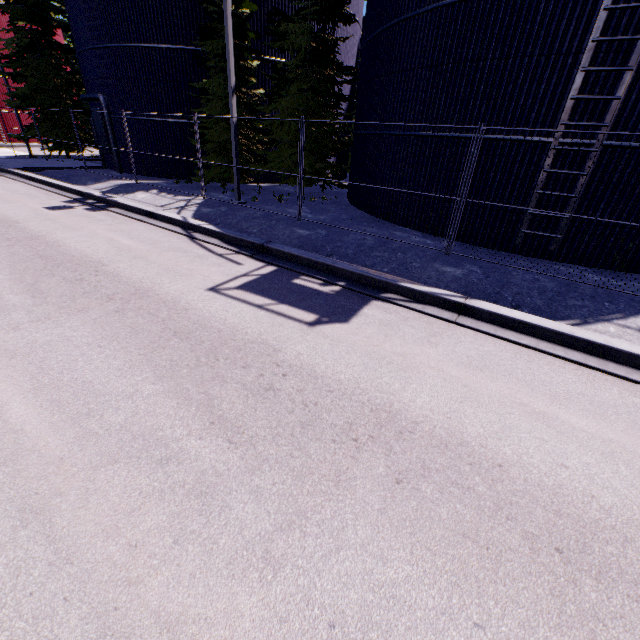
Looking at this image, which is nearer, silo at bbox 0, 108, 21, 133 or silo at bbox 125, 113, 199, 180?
silo at bbox 125, 113, 199, 180

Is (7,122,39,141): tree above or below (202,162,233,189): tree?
above

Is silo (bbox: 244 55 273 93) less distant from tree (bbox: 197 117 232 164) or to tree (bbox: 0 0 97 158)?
tree (bbox: 197 117 232 164)

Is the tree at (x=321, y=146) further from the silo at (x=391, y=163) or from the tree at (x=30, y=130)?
the tree at (x=30, y=130)

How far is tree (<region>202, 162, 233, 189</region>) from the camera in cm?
1596

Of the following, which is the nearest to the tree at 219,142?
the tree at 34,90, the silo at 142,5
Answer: the silo at 142,5

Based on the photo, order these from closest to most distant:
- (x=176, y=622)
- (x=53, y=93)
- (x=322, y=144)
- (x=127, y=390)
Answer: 1. (x=176, y=622)
2. (x=127, y=390)
3. (x=322, y=144)
4. (x=53, y=93)

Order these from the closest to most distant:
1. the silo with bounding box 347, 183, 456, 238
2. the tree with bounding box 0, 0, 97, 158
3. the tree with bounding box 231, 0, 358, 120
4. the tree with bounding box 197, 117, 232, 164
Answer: the silo with bounding box 347, 183, 456, 238, the tree with bounding box 231, 0, 358, 120, the tree with bounding box 197, 117, 232, 164, the tree with bounding box 0, 0, 97, 158
